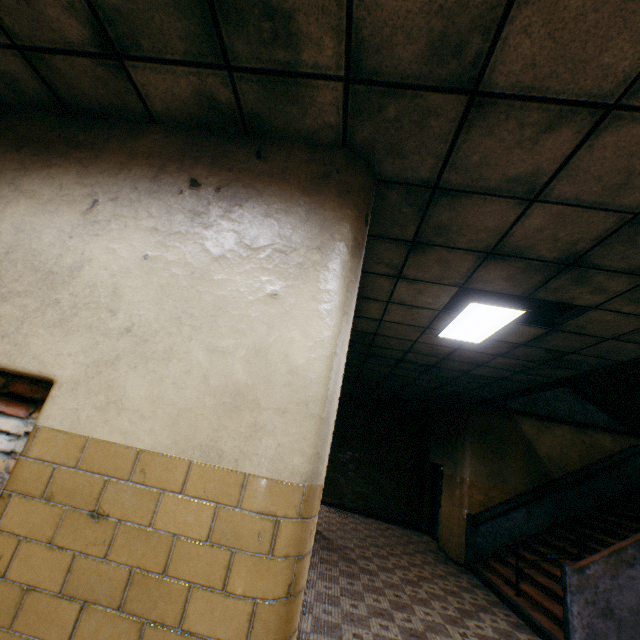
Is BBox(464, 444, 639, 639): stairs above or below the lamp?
below

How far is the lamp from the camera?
3.7m

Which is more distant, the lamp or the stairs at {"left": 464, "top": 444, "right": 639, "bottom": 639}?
the stairs at {"left": 464, "top": 444, "right": 639, "bottom": 639}

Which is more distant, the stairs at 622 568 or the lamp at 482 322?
the stairs at 622 568

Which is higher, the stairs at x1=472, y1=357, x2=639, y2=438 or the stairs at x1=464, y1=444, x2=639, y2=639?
the stairs at x1=472, y1=357, x2=639, y2=438

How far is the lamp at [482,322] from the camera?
3.72m

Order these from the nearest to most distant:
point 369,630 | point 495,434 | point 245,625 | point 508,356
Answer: point 245,625 < point 369,630 < point 508,356 < point 495,434
